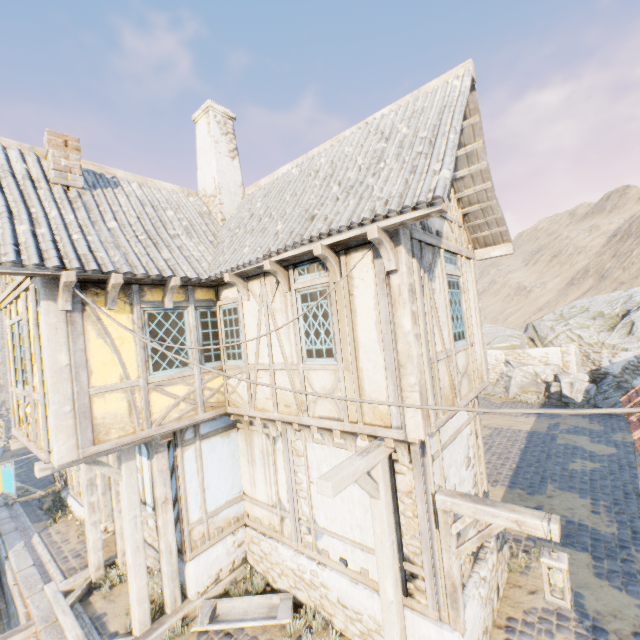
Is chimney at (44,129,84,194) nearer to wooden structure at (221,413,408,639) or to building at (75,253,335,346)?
building at (75,253,335,346)

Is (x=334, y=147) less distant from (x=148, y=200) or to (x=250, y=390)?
(x=148, y=200)

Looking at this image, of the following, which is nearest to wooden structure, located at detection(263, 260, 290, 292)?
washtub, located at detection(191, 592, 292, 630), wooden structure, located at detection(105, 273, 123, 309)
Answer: wooden structure, located at detection(105, 273, 123, 309)

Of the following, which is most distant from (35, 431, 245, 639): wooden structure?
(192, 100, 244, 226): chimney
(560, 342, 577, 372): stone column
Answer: (560, 342, 577, 372): stone column

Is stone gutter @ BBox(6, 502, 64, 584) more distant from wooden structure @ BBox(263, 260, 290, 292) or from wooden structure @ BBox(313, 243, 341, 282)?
wooden structure @ BBox(313, 243, 341, 282)

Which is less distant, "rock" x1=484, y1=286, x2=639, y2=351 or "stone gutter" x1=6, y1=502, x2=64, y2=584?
"stone gutter" x1=6, y1=502, x2=64, y2=584

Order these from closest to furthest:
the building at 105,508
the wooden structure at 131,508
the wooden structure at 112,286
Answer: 1. the wooden structure at 112,286
2. the wooden structure at 131,508
3. the building at 105,508

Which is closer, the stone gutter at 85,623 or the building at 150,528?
the stone gutter at 85,623
